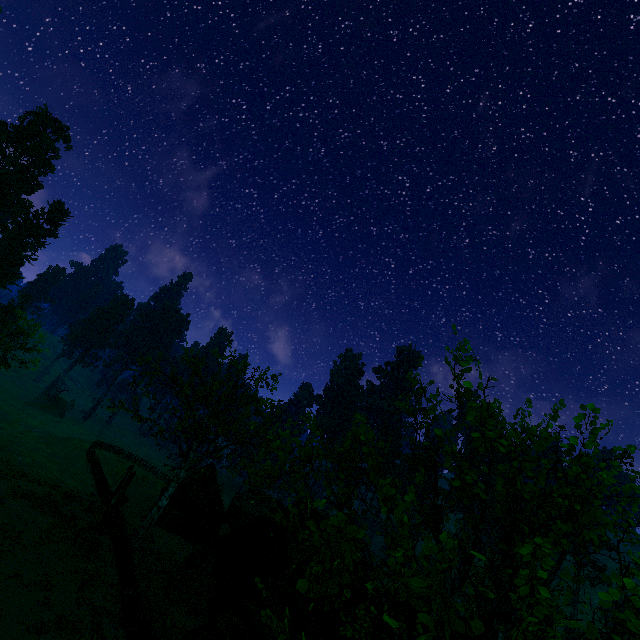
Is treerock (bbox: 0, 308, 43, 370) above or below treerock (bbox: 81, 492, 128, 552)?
above

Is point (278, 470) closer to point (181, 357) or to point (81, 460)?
point (181, 357)

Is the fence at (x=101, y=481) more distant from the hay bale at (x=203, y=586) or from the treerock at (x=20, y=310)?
the hay bale at (x=203, y=586)

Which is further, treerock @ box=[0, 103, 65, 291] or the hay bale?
treerock @ box=[0, 103, 65, 291]

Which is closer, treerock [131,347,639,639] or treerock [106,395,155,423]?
treerock [131,347,639,639]

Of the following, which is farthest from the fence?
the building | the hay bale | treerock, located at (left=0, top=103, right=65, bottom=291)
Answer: the hay bale

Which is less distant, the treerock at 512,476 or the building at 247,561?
the treerock at 512,476
